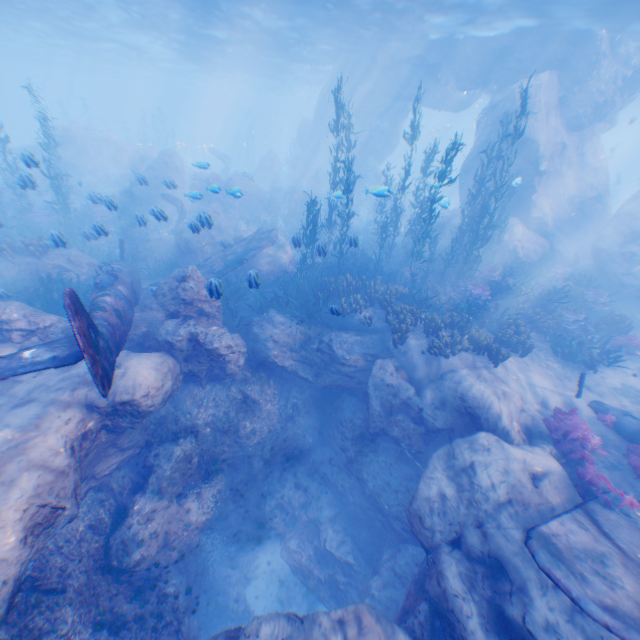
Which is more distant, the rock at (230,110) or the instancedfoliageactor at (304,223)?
the rock at (230,110)

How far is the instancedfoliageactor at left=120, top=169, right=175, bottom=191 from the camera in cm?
1275

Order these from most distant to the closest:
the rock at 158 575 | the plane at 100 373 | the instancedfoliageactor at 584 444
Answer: the instancedfoliageactor at 584 444
the rock at 158 575
the plane at 100 373

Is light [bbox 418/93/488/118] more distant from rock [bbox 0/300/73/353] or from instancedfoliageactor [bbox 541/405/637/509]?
instancedfoliageactor [bbox 541/405/637/509]

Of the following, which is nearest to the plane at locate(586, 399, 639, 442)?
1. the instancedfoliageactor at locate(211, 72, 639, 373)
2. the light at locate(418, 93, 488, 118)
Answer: the instancedfoliageactor at locate(211, 72, 639, 373)

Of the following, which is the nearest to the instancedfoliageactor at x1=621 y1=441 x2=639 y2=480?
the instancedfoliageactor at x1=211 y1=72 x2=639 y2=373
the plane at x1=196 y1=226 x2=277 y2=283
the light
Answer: the plane at x1=196 y1=226 x2=277 y2=283

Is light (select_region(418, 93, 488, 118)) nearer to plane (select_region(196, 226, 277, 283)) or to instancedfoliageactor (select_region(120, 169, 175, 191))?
instancedfoliageactor (select_region(120, 169, 175, 191))

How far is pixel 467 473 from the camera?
7.5m
